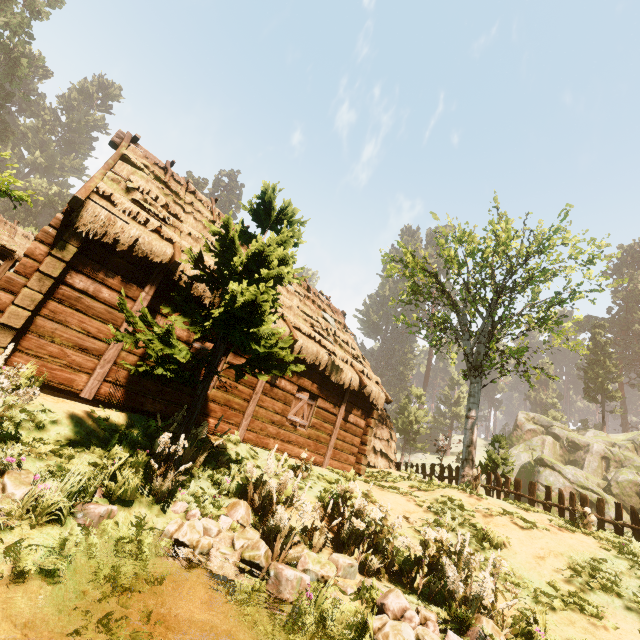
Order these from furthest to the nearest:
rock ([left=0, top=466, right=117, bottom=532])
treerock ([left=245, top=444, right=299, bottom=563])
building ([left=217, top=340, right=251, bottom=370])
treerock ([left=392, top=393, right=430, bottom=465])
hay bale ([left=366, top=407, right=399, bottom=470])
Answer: treerock ([left=392, top=393, right=430, bottom=465]) → hay bale ([left=366, top=407, right=399, bottom=470]) → building ([left=217, top=340, right=251, bottom=370]) → treerock ([left=245, top=444, right=299, bottom=563]) → rock ([left=0, top=466, right=117, bottom=532])

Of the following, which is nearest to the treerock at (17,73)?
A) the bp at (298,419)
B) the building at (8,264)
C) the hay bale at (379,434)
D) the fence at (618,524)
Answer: the building at (8,264)

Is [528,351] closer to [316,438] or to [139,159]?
[316,438]

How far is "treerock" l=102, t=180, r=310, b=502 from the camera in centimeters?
516cm

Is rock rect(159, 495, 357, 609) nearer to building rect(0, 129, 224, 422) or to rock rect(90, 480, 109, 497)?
rock rect(90, 480, 109, 497)

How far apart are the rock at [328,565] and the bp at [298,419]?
4.86m

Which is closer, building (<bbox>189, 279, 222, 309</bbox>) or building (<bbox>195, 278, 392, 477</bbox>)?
building (<bbox>189, 279, 222, 309</bbox>)

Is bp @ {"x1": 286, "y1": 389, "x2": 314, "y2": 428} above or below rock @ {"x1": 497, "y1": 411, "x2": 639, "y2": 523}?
below
